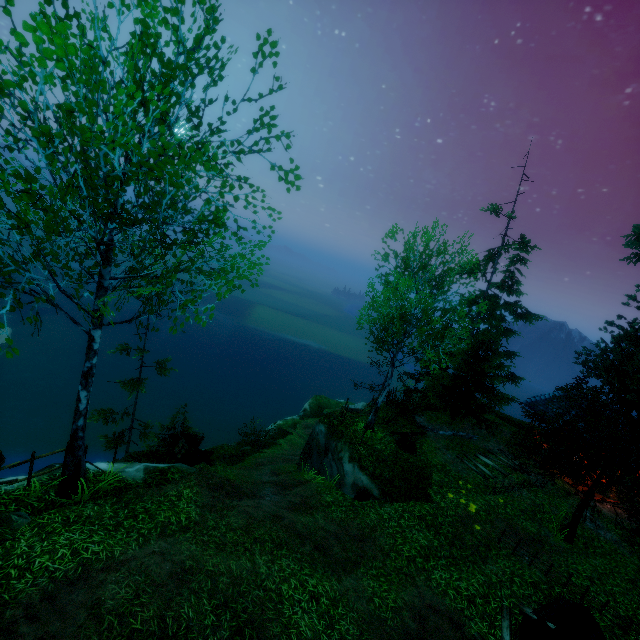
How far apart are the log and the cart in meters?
8.8 m

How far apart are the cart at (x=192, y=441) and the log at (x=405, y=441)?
8.79m

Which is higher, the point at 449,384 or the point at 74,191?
the point at 74,191

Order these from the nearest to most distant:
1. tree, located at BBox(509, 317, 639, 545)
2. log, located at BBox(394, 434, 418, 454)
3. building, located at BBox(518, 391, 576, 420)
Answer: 1. tree, located at BBox(509, 317, 639, 545)
2. log, located at BBox(394, 434, 418, 454)
3. building, located at BBox(518, 391, 576, 420)

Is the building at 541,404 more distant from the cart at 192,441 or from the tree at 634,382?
the cart at 192,441

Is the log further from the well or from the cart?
the cart

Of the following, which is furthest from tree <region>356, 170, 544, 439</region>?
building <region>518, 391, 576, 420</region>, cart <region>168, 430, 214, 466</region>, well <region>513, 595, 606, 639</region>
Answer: cart <region>168, 430, 214, 466</region>

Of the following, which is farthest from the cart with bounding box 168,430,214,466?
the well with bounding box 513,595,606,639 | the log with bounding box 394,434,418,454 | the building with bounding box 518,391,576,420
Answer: the building with bounding box 518,391,576,420
